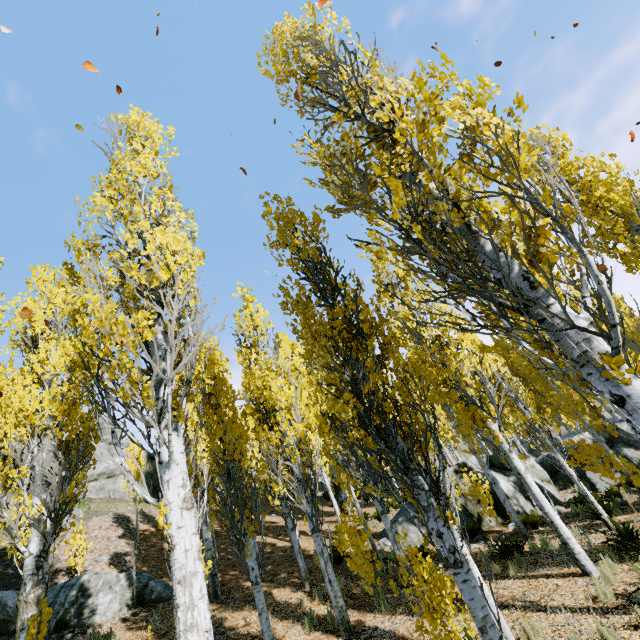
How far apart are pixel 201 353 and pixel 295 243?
2.9 meters

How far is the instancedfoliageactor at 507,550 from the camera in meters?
8.3

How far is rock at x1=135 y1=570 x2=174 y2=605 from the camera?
11.6 meters

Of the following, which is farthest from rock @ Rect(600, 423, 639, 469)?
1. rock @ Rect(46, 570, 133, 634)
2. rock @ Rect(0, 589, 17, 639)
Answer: rock @ Rect(0, 589, 17, 639)

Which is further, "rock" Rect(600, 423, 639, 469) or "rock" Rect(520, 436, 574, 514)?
"rock" Rect(600, 423, 639, 469)

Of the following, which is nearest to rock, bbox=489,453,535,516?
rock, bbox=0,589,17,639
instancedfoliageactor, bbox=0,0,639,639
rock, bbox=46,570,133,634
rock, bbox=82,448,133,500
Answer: instancedfoliageactor, bbox=0,0,639,639

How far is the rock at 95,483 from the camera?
24.8 meters

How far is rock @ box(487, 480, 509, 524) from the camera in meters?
12.8 m
